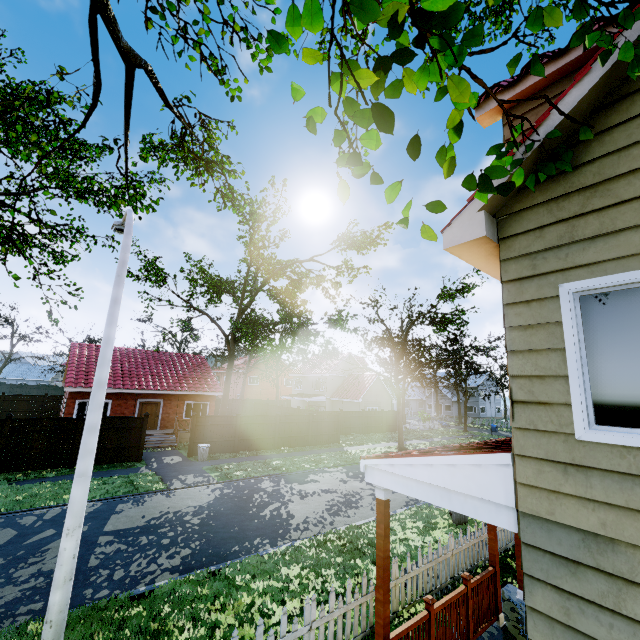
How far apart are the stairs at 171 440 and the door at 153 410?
1.96m

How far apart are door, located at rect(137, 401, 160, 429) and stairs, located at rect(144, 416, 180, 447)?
2.0m

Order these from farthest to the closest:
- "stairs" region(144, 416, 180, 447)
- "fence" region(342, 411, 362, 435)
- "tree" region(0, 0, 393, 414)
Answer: "fence" region(342, 411, 362, 435)
"stairs" region(144, 416, 180, 447)
"tree" region(0, 0, 393, 414)

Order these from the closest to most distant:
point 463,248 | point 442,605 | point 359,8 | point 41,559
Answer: point 359,8, point 463,248, point 442,605, point 41,559

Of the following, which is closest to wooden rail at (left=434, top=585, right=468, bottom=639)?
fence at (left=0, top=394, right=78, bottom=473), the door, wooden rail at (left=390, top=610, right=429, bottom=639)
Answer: wooden rail at (left=390, top=610, right=429, bottom=639)

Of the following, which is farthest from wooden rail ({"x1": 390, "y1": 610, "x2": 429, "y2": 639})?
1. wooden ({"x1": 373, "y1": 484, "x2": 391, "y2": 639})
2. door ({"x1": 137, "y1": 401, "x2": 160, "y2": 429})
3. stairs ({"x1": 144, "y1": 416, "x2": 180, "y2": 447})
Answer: door ({"x1": 137, "y1": 401, "x2": 160, "y2": 429})

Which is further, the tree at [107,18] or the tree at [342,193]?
the tree at [107,18]

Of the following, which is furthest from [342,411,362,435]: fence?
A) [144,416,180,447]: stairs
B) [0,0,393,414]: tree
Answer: [144,416,180,447]: stairs
